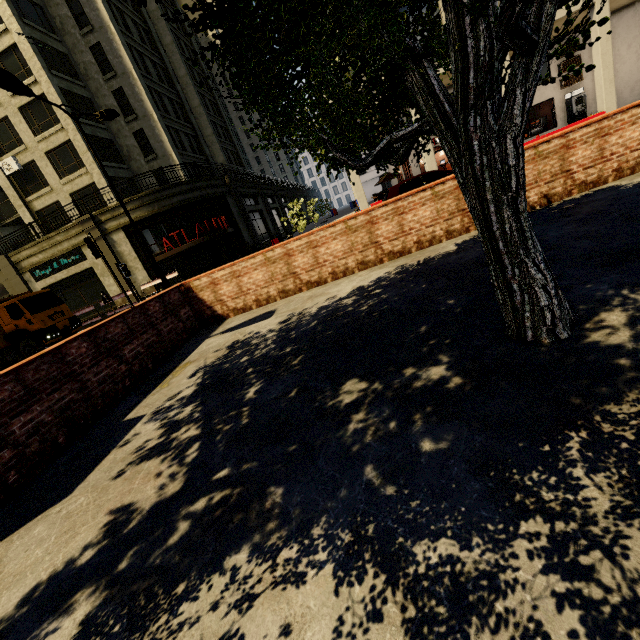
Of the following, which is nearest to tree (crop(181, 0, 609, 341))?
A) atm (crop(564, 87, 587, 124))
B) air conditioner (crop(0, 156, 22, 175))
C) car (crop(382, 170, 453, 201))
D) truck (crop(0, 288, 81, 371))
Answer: truck (crop(0, 288, 81, 371))

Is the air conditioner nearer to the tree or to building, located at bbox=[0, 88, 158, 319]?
building, located at bbox=[0, 88, 158, 319]

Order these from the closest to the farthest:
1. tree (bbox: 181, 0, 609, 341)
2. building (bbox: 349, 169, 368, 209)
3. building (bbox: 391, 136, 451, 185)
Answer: tree (bbox: 181, 0, 609, 341)
building (bbox: 391, 136, 451, 185)
building (bbox: 349, 169, 368, 209)

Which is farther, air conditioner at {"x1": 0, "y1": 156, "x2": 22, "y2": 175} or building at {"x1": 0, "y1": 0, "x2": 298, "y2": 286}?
air conditioner at {"x1": 0, "y1": 156, "x2": 22, "y2": 175}

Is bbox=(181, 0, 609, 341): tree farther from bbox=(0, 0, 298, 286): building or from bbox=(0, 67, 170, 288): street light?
bbox=(0, 67, 170, 288): street light

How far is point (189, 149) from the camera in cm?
2950

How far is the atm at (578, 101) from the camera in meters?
21.1 m

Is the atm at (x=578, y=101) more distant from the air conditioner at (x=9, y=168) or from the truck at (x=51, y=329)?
the air conditioner at (x=9, y=168)
